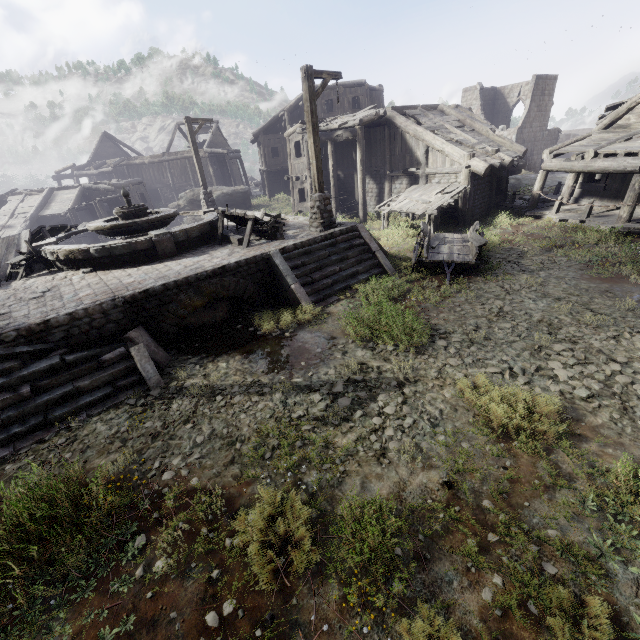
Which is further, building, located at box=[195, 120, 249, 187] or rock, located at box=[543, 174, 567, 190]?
building, located at box=[195, 120, 249, 187]

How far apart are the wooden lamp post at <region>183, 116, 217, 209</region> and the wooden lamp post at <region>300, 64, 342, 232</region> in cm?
908

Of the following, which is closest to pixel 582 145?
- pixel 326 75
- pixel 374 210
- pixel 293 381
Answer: pixel 374 210

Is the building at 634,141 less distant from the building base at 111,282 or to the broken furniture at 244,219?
the building base at 111,282

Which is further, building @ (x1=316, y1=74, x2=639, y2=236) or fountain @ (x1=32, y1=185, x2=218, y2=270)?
building @ (x1=316, y1=74, x2=639, y2=236)

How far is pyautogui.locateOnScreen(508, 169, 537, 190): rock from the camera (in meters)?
23.07

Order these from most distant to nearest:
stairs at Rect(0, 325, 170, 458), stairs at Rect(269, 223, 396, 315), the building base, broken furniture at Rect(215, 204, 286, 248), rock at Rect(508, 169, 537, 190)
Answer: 1. rock at Rect(508, 169, 537, 190)
2. broken furniture at Rect(215, 204, 286, 248)
3. stairs at Rect(269, 223, 396, 315)
4. the building base
5. stairs at Rect(0, 325, 170, 458)

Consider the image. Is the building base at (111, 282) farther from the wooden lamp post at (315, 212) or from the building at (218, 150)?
the building at (218, 150)
